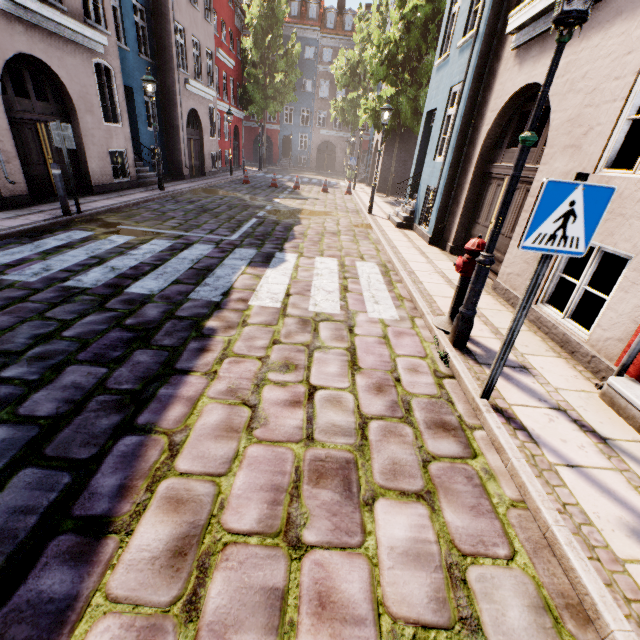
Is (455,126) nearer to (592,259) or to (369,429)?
(592,259)

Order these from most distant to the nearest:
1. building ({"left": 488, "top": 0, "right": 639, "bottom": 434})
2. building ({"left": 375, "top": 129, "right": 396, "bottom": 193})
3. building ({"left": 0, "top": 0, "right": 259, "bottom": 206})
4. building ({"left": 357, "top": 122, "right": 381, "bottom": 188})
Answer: building ({"left": 357, "top": 122, "right": 381, "bottom": 188})
building ({"left": 375, "top": 129, "right": 396, "bottom": 193})
building ({"left": 0, "top": 0, "right": 259, "bottom": 206})
building ({"left": 488, "top": 0, "right": 639, "bottom": 434})

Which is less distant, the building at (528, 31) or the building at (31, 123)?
the building at (528, 31)

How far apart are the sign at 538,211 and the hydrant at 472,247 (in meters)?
1.46

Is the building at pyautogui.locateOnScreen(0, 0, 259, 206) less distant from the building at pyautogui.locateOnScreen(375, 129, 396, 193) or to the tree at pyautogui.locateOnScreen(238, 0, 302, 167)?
the tree at pyautogui.locateOnScreen(238, 0, 302, 167)

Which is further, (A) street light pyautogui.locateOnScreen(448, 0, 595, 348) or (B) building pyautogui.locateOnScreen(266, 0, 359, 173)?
(B) building pyautogui.locateOnScreen(266, 0, 359, 173)

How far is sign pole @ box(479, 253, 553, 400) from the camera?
2.5 meters

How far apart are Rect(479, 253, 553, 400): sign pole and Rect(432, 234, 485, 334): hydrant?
1.2m
